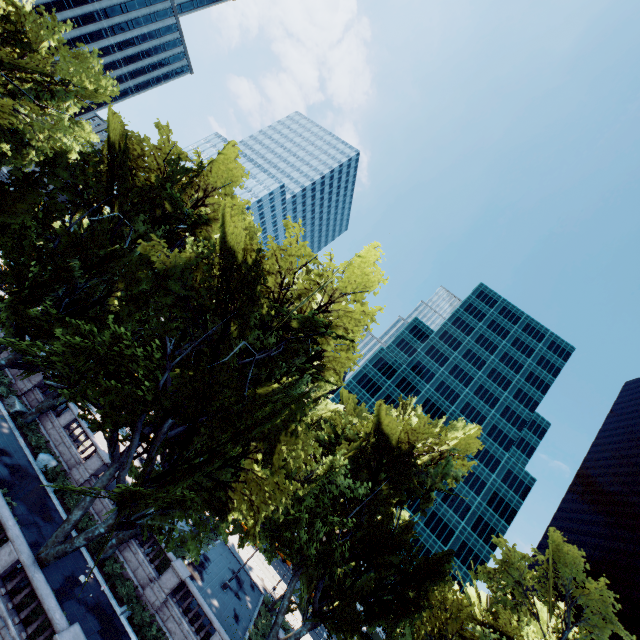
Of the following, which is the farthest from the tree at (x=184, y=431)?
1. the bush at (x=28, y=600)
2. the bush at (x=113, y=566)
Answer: the bush at (x=113, y=566)

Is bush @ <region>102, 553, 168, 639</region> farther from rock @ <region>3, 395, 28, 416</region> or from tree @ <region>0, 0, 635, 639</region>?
rock @ <region>3, 395, 28, 416</region>

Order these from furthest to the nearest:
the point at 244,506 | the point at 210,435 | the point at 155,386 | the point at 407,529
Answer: the point at 407,529, the point at 155,386, the point at 210,435, the point at 244,506

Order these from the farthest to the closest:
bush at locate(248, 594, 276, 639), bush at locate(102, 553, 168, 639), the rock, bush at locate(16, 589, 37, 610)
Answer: bush at locate(248, 594, 276, 639)
the rock
bush at locate(102, 553, 168, 639)
bush at locate(16, 589, 37, 610)

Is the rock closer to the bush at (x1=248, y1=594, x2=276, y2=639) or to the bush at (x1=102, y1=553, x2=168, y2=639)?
the bush at (x1=102, y1=553, x2=168, y2=639)

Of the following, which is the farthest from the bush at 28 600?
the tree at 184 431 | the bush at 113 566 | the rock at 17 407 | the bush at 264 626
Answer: the bush at 264 626

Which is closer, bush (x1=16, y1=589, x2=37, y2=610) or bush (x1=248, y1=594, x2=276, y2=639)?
bush (x1=16, y1=589, x2=37, y2=610)

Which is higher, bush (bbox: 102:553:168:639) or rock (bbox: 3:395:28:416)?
rock (bbox: 3:395:28:416)
